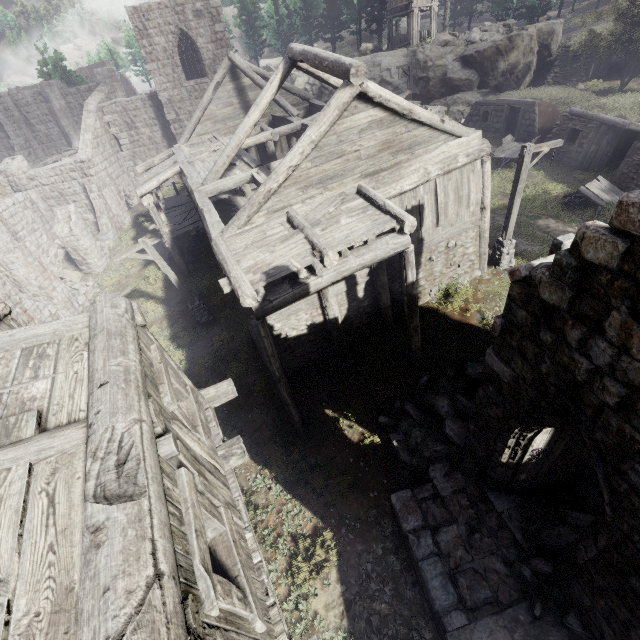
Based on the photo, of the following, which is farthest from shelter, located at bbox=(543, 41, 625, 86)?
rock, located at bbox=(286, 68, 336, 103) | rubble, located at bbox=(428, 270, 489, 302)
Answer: rubble, located at bbox=(428, 270, 489, 302)

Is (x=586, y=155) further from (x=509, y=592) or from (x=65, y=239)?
(x=65, y=239)

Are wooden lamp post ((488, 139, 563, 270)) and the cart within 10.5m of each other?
yes

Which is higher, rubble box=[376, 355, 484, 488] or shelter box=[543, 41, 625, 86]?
shelter box=[543, 41, 625, 86]

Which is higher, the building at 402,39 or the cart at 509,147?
the building at 402,39

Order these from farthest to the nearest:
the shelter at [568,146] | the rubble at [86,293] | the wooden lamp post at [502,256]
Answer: the rubble at [86,293]
the shelter at [568,146]
the wooden lamp post at [502,256]

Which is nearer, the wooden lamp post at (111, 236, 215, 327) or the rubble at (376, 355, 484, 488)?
the rubble at (376, 355, 484, 488)

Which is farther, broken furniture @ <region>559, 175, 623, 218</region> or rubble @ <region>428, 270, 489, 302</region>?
broken furniture @ <region>559, 175, 623, 218</region>
